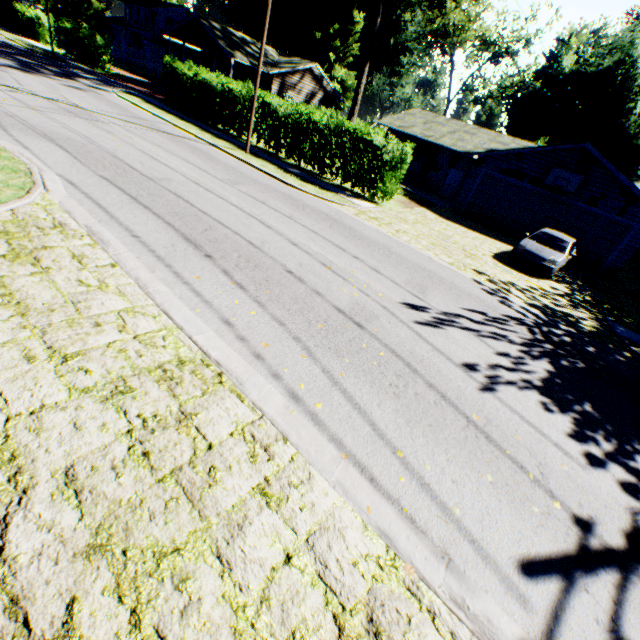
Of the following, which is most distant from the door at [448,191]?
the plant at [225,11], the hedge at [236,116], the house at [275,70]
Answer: the plant at [225,11]

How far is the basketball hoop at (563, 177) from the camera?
18.0 meters

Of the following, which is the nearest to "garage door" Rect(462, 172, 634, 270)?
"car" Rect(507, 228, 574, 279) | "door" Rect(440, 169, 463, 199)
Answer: "car" Rect(507, 228, 574, 279)

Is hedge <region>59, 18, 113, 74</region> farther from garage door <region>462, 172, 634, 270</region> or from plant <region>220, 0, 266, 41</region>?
garage door <region>462, 172, 634, 270</region>

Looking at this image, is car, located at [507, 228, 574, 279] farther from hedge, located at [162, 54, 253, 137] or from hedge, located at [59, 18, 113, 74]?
hedge, located at [59, 18, 113, 74]

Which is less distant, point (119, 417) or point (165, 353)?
point (119, 417)

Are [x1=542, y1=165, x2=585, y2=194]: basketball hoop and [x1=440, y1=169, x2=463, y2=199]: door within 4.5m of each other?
no

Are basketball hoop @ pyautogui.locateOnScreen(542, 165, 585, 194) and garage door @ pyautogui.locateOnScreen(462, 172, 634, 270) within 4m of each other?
yes
